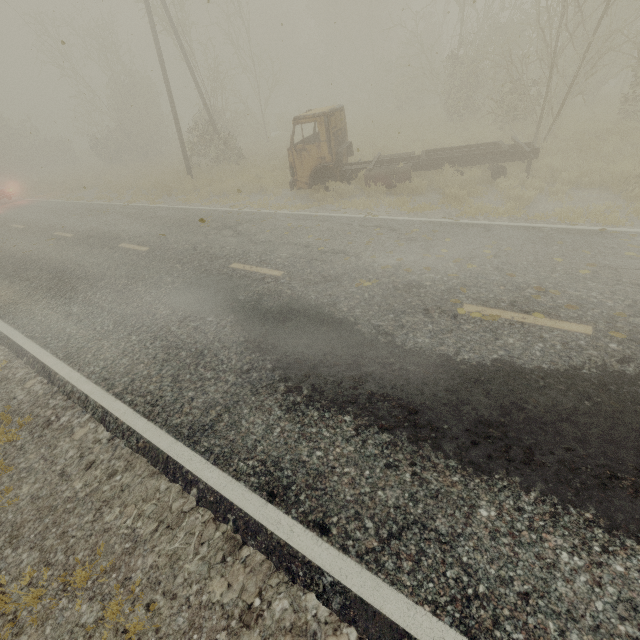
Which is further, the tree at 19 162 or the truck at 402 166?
the tree at 19 162

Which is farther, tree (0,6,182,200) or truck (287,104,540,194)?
tree (0,6,182,200)

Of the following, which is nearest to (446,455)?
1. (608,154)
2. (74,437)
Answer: (74,437)

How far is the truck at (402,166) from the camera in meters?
9.9 m

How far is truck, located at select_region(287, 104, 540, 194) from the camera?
9.94m
